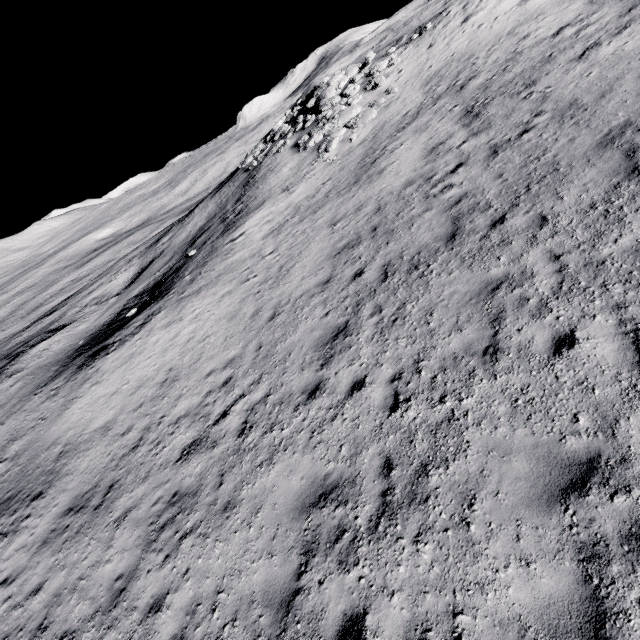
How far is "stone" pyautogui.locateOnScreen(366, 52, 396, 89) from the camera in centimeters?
1940cm

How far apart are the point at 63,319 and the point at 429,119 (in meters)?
33.70

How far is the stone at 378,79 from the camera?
19.40m
